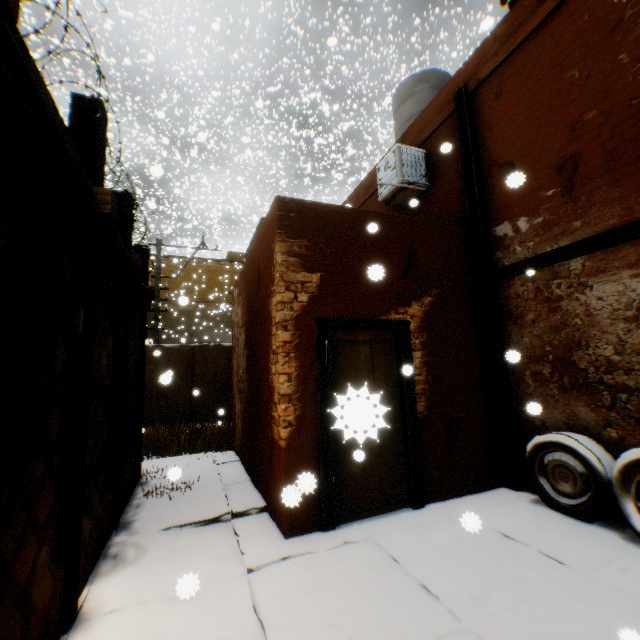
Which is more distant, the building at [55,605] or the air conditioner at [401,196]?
the air conditioner at [401,196]

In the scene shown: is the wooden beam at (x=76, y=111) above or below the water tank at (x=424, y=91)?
below

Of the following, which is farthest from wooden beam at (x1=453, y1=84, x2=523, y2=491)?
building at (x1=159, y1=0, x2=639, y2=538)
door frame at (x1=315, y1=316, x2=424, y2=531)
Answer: door frame at (x1=315, y1=316, x2=424, y2=531)

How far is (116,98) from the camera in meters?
32.3 m

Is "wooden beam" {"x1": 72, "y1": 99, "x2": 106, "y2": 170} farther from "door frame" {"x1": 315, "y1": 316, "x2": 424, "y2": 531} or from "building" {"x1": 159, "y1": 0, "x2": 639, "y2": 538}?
"door frame" {"x1": 315, "y1": 316, "x2": 424, "y2": 531}

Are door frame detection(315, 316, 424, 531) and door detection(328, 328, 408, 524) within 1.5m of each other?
yes

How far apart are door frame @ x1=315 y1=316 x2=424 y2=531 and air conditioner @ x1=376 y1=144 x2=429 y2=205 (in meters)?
2.38

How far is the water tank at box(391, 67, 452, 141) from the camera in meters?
8.0
